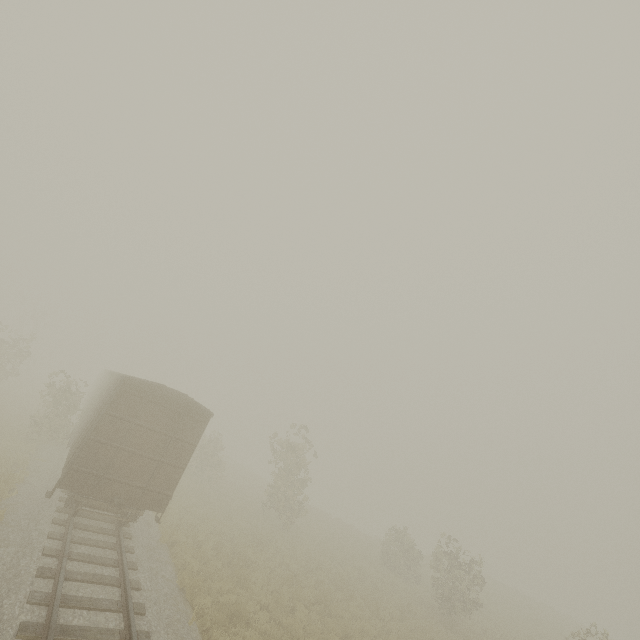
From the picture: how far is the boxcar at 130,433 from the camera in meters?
10.3

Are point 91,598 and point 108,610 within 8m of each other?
yes

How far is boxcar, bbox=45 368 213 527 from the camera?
10.3 meters
